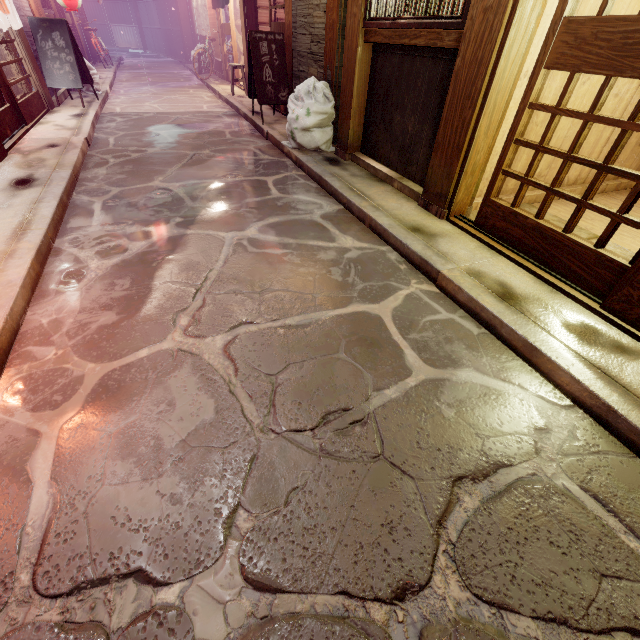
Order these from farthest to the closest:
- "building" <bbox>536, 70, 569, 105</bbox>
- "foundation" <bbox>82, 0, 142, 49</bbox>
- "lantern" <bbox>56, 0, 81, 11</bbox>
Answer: "foundation" <bbox>82, 0, 142, 49</bbox> → "lantern" <bbox>56, 0, 81, 11</bbox> → "building" <bbox>536, 70, 569, 105</bbox>

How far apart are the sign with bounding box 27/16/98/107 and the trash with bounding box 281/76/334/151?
9.5m

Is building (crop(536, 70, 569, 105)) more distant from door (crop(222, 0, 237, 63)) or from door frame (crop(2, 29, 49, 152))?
door (crop(222, 0, 237, 63))

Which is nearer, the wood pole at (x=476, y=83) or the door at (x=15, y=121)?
the wood pole at (x=476, y=83)

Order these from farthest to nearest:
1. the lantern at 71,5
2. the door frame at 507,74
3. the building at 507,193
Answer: the lantern at 71,5
the building at 507,193
the door frame at 507,74

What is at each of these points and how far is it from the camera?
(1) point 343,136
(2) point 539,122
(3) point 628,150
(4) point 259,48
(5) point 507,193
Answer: (1) wood pole, 9.3 meters
(2) building, 6.4 meters
(3) building, 8.1 meters
(4) sign, 11.5 meters
(5) building, 7.4 meters

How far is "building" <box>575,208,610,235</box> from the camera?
6.7m
